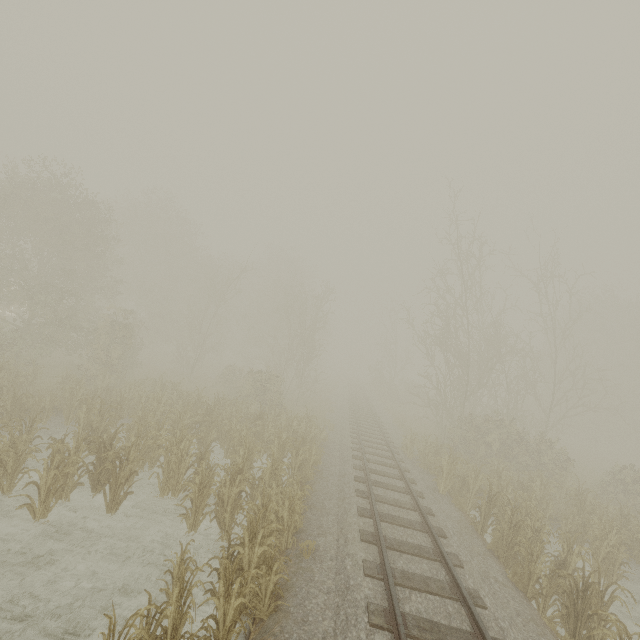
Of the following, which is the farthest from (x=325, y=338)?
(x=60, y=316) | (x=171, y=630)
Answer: (x=171, y=630)
